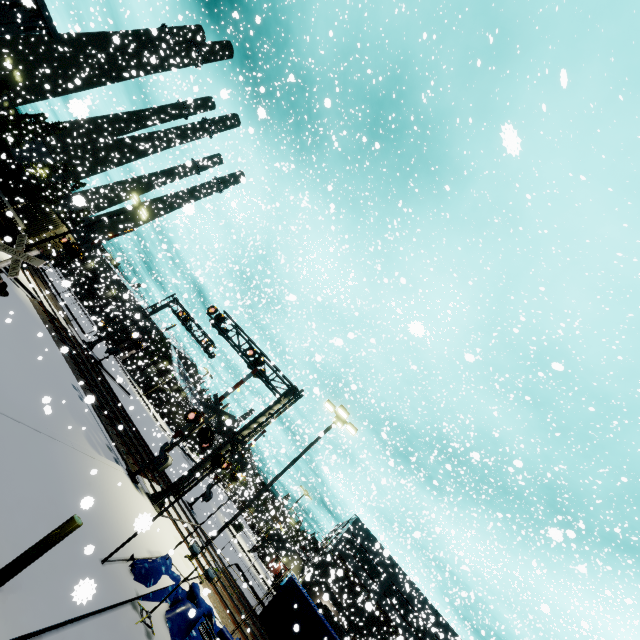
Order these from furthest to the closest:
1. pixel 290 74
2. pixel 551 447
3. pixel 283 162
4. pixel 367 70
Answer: pixel 283 162 < pixel 551 447 < pixel 367 70 < pixel 290 74

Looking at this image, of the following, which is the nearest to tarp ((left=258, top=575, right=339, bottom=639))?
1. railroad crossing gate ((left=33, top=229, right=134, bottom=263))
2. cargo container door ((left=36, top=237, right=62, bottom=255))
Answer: railroad crossing gate ((left=33, top=229, right=134, bottom=263))

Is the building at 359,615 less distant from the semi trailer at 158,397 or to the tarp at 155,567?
the semi trailer at 158,397

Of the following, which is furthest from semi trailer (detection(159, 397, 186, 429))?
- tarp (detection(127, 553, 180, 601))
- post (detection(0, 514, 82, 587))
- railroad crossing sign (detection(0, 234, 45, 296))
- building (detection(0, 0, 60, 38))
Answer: railroad crossing sign (detection(0, 234, 45, 296))

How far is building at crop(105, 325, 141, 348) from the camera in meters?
53.2

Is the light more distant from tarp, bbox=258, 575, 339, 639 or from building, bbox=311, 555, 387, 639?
building, bbox=311, 555, 387, 639

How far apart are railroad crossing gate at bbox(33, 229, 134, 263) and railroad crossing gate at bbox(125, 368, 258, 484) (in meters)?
13.63

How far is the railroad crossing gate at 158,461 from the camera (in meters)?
14.62
